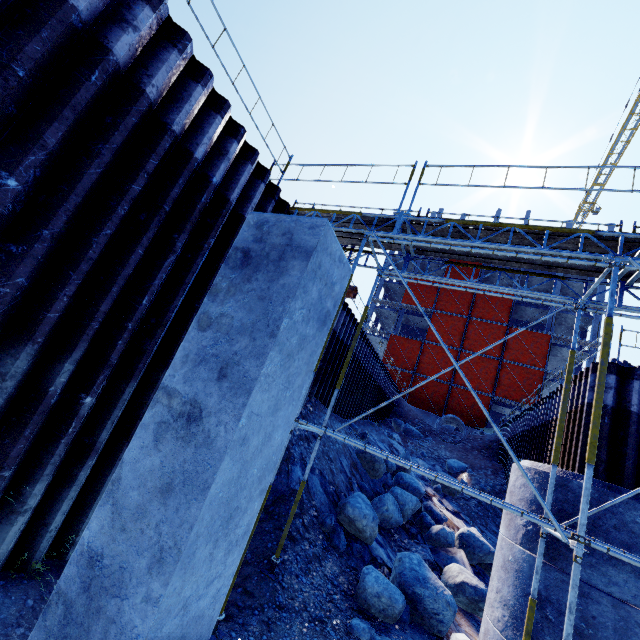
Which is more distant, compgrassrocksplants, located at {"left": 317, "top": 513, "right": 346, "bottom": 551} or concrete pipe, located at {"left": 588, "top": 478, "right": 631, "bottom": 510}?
compgrassrocksplants, located at {"left": 317, "top": 513, "right": 346, "bottom": 551}

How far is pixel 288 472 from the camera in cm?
846

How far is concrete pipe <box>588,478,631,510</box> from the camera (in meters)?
5.42

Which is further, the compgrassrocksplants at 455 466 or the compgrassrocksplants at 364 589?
the compgrassrocksplants at 455 466

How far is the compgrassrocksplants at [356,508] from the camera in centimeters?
807cm

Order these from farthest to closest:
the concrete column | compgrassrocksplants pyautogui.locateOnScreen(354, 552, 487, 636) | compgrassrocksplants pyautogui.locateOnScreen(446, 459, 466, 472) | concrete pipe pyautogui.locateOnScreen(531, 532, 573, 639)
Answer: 1. compgrassrocksplants pyautogui.locateOnScreen(446, 459, 466, 472)
2. compgrassrocksplants pyautogui.locateOnScreen(354, 552, 487, 636)
3. concrete pipe pyautogui.locateOnScreen(531, 532, 573, 639)
4. the concrete column
